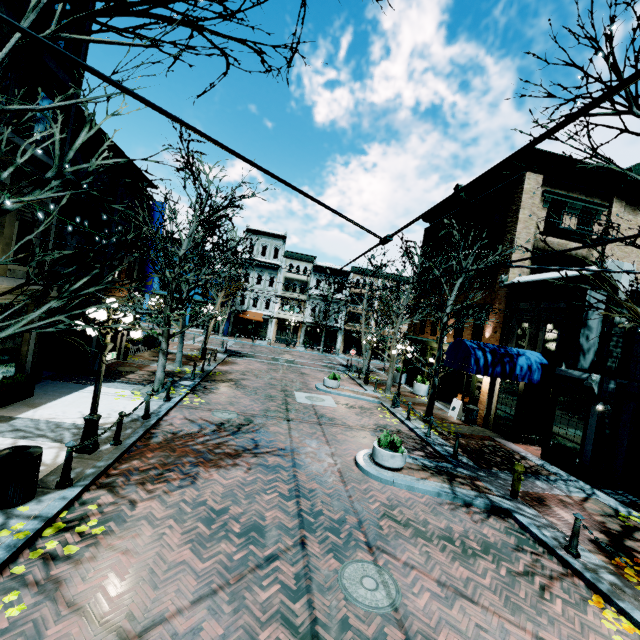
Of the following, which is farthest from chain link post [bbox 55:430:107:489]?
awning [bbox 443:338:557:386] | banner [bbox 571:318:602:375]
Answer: banner [bbox 571:318:602:375]

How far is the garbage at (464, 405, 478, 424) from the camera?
16.33m

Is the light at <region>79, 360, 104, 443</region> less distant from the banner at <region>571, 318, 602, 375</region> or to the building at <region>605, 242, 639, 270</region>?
the building at <region>605, 242, 639, 270</region>

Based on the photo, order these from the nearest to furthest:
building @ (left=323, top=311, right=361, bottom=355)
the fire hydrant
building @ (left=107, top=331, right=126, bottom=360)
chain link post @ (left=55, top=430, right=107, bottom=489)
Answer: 1. chain link post @ (left=55, top=430, right=107, bottom=489)
2. the fire hydrant
3. building @ (left=107, top=331, right=126, bottom=360)
4. building @ (left=323, top=311, right=361, bottom=355)

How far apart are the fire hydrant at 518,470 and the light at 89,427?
10.6 meters

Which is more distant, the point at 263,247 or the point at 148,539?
the point at 263,247

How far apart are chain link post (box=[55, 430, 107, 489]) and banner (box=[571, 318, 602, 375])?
14.4 meters

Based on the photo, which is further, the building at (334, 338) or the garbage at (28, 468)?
the building at (334, 338)
